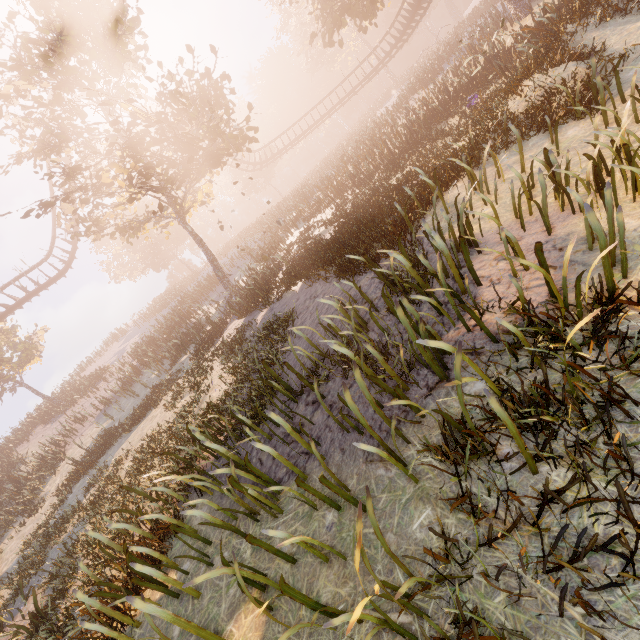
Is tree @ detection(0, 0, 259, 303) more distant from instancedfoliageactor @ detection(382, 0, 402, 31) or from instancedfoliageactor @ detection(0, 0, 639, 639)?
instancedfoliageactor @ detection(382, 0, 402, 31)

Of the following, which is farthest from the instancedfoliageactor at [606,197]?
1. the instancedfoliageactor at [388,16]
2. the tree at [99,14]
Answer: the instancedfoliageactor at [388,16]

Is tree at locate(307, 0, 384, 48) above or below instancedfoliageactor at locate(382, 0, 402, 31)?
below

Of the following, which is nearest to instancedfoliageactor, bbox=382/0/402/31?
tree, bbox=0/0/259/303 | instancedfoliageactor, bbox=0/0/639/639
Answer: tree, bbox=0/0/259/303

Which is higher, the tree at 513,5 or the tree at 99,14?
the tree at 99,14

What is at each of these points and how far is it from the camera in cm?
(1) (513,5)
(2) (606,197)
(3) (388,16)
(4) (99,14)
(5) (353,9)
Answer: (1) tree, 1936
(2) instancedfoliageactor, 334
(3) instancedfoliageactor, 5416
(4) tree, 1416
(5) tree, 1964
